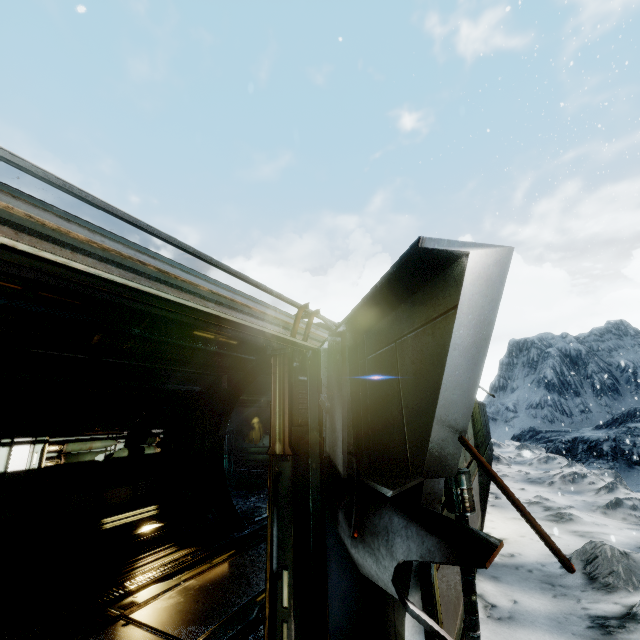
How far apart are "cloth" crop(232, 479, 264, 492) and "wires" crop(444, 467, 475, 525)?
16.3 meters

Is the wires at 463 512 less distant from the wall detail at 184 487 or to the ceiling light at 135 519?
the ceiling light at 135 519

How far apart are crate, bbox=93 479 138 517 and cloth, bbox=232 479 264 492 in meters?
8.3 m

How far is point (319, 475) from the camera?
1.9m

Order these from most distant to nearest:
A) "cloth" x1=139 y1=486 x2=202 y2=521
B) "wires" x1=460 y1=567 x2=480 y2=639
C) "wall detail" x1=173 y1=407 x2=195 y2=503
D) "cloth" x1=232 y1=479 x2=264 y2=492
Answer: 1. "cloth" x1=232 y1=479 x2=264 y2=492
2. "wall detail" x1=173 y1=407 x2=195 y2=503
3. "cloth" x1=139 y1=486 x2=202 y2=521
4. "wires" x1=460 y1=567 x2=480 y2=639

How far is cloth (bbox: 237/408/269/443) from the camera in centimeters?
1703cm

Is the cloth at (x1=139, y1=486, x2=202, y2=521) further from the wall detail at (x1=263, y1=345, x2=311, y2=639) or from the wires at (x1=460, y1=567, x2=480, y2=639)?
the wires at (x1=460, y1=567, x2=480, y2=639)

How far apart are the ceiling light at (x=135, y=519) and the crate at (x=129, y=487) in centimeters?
2cm
